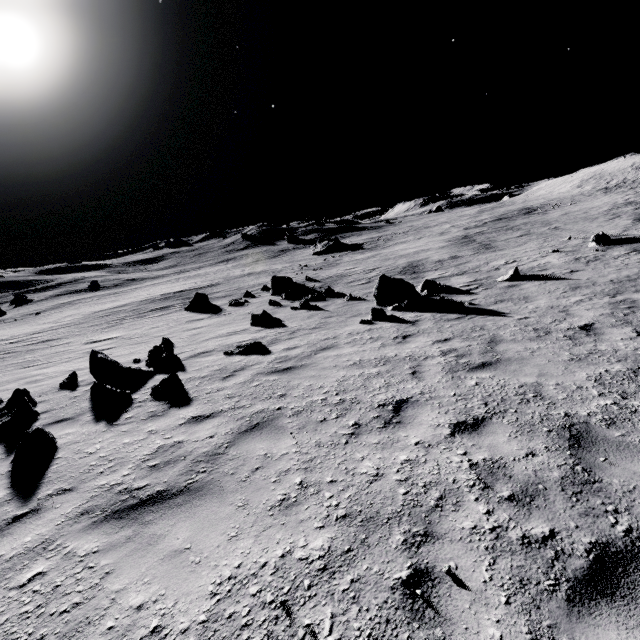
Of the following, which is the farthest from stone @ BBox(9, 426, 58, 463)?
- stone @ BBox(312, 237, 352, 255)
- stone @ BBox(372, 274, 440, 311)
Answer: stone @ BBox(312, 237, 352, 255)

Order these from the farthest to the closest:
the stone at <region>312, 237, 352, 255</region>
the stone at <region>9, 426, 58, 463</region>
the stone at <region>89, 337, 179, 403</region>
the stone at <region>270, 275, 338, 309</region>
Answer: the stone at <region>312, 237, 352, 255</region> < the stone at <region>270, 275, 338, 309</region> < the stone at <region>89, 337, 179, 403</region> < the stone at <region>9, 426, 58, 463</region>

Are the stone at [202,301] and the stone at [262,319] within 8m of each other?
no

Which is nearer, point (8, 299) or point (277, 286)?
point (277, 286)

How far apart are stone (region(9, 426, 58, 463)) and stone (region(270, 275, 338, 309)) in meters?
14.4 m

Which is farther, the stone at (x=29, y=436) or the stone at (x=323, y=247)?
the stone at (x=323, y=247)

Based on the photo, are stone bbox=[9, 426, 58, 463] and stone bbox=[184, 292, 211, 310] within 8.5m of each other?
no

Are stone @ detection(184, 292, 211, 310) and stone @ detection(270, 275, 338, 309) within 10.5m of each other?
yes
